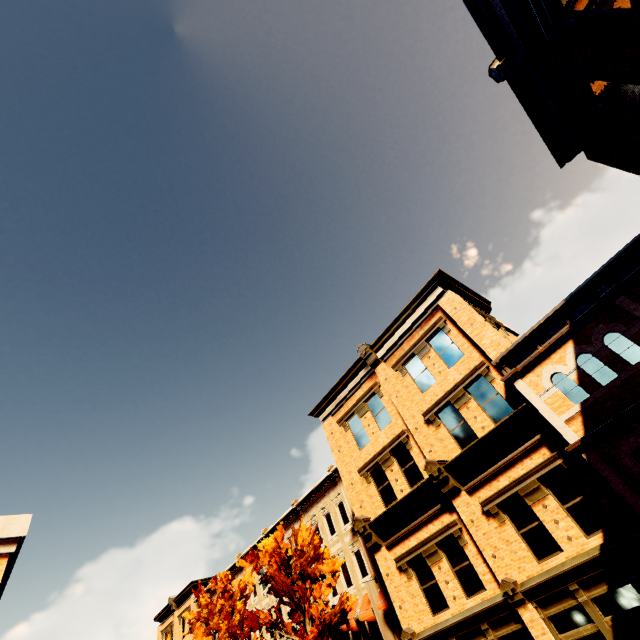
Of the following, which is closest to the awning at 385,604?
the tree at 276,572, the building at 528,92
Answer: the building at 528,92

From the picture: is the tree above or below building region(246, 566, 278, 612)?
below

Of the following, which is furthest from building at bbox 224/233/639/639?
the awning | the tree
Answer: the tree

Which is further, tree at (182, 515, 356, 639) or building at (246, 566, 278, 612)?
building at (246, 566, 278, 612)

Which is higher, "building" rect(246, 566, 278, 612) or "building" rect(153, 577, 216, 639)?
"building" rect(153, 577, 216, 639)

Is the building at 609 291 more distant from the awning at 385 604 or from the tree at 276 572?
the tree at 276 572

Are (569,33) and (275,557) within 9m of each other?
no

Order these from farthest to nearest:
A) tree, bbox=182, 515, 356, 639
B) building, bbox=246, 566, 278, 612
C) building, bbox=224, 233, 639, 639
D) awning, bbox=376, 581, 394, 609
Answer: building, bbox=246, 566, 278, 612, awning, bbox=376, 581, 394, 609, tree, bbox=182, 515, 356, 639, building, bbox=224, 233, 639, 639
